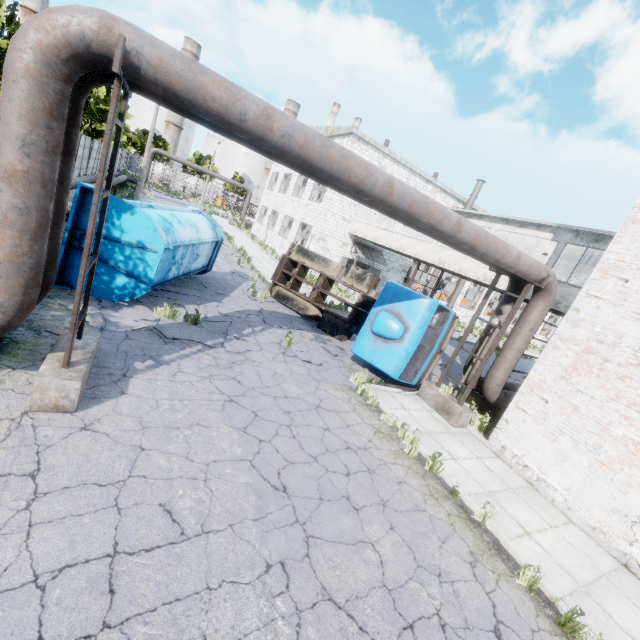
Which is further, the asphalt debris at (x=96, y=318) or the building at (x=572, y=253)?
the building at (x=572, y=253)

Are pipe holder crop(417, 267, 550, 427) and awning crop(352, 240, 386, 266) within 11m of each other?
no

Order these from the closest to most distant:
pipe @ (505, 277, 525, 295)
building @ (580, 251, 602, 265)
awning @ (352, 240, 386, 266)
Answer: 1. pipe @ (505, 277, 525, 295)
2. building @ (580, 251, 602, 265)
3. awning @ (352, 240, 386, 266)

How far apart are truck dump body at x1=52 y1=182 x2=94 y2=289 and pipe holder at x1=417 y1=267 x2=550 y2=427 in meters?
9.0 m

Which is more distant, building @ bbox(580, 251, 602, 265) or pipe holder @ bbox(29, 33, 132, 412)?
building @ bbox(580, 251, 602, 265)

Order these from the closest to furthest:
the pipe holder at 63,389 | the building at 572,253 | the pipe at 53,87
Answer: the pipe at 53,87, the pipe holder at 63,389, the building at 572,253

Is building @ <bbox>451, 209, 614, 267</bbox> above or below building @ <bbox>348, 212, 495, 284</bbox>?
above

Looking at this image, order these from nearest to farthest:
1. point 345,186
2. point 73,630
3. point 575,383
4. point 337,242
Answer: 1. point 73,630
2. point 345,186
3. point 575,383
4. point 337,242
